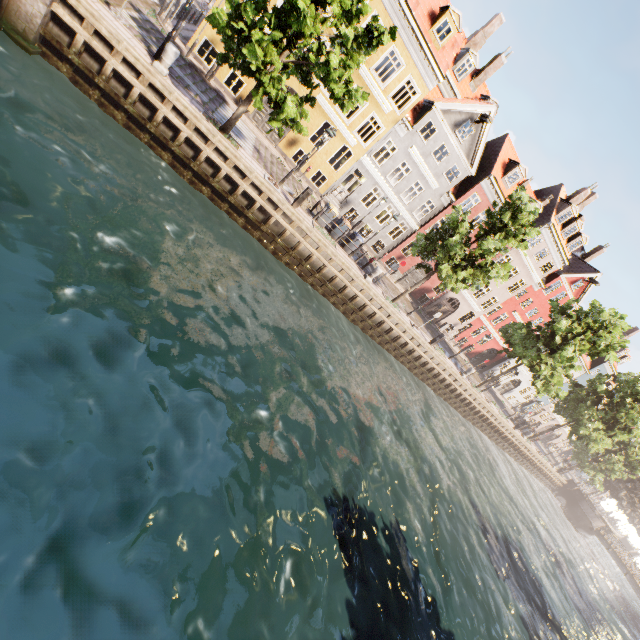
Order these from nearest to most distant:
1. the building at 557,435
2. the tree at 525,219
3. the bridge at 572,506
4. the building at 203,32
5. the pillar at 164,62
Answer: the pillar at 164,62 → the tree at 525,219 → the building at 203,32 → the bridge at 572,506 → the building at 557,435

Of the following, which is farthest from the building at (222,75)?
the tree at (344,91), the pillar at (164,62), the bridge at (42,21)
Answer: the bridge at (42,21)

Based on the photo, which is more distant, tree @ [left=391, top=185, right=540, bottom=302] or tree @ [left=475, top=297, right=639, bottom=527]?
tree @ [left=475, top=297, right=639, bottom=527]

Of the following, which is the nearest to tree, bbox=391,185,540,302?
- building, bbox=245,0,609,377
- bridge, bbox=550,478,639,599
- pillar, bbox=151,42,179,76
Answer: bridge, bbox=550,478,639,599

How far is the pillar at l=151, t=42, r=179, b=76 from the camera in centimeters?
1219cm

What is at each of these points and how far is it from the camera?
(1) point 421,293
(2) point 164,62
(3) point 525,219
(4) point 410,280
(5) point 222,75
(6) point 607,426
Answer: (1) building, 32.2 meters
(2) pillar, 12.4 meters
(3) tree, 17.8 meters
(4) building, 31.3 meters
(5) building, 19.9 meters
(6) tree, 33.8 meters

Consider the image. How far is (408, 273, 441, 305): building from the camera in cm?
3135

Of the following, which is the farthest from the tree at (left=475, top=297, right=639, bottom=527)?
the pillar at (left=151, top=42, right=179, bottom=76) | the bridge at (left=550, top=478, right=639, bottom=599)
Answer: the pillar at (left=151, top=42, right=179, bottom=76)
